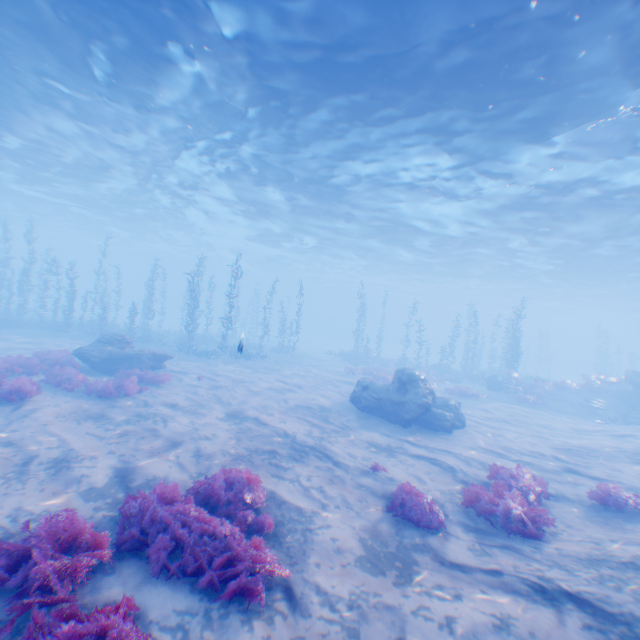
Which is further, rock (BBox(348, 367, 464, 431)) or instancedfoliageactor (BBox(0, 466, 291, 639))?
rock (BBox(348, 367, 464, 431))

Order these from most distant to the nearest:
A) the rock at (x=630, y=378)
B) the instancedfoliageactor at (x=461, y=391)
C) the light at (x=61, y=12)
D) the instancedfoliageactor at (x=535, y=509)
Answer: the instancedfoliageactor at (x=461, y=391)
the rock at (x=630, y=378)
the light at (x=61, y=12)
the instancedfoliageactor at (x=535, y=509)

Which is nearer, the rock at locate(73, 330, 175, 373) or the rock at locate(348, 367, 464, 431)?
the rock at locate(348, 367, 464, 431)

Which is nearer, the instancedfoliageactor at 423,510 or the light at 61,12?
the instancedfoliageactor at 423,510

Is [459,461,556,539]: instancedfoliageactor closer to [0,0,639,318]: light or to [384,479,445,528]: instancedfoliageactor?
[384,479,445,528]: instancedfoliageactor

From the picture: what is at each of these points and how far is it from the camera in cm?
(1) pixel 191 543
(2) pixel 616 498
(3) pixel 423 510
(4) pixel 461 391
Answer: (1) instancedfoliageactor, 464
(2) instancedfoliageactor, 781
(3) instancedfoliageactor, 673
(4) instancedfoliageactor, 2253

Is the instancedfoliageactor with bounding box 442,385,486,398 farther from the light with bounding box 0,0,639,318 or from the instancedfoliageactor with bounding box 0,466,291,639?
the instancedfoliageactor with bounding box 0,466,291,639

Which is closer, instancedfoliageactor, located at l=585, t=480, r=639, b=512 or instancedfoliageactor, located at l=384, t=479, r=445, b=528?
instancedfoliageactor, located at l=384, t=479, r=445, b=528
